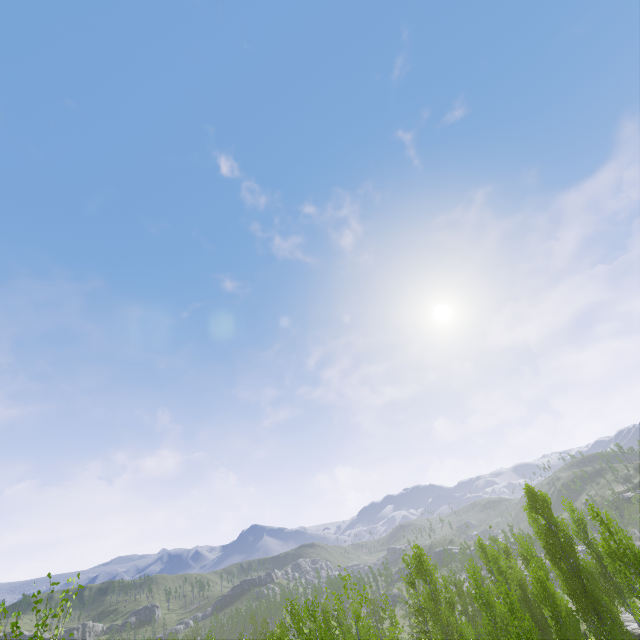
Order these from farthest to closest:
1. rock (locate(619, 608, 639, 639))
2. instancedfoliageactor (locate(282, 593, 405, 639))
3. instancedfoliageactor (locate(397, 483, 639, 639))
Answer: rock (locate(619, 608, 639, 639))
instancedfoliageactor (locate(397, 483, 639, 639))
instancedfoliageactor (locate(282, 593, 405, 639))

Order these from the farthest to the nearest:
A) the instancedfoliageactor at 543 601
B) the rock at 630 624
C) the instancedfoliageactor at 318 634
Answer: the rock at 630 624 → the instancedfoliageactor at 543 601 → the instancedfoliageactor at 318 634

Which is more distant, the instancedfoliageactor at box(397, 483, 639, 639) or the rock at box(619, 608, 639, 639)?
the rock at box(619, 608, 639, 639)

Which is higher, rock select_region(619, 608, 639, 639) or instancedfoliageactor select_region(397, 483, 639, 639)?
instancedfoliageactor select_region(397, 483, 639, 639)

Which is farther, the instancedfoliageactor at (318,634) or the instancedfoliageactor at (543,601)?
the instancedfoliageactor at (543,601)

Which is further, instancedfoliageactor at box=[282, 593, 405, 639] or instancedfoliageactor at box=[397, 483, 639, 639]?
instancedfoliageactor at box=[397, 483, 639, 639]

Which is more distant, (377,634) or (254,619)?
(254,619)
